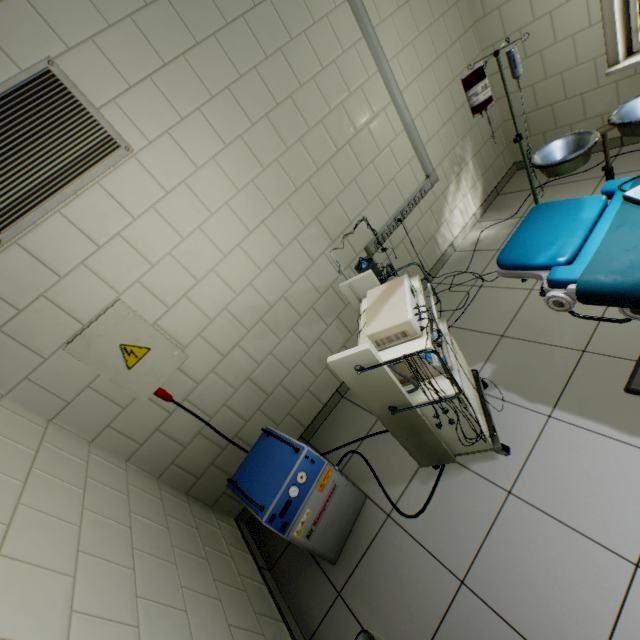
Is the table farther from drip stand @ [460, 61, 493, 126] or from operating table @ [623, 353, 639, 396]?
drip stand @ [460, 61, 493, 126]

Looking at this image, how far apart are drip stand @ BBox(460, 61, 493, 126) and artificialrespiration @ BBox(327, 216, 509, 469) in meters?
0.9 m

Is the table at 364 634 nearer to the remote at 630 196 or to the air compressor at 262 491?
the air compressor at 262 491

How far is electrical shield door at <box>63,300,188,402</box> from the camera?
1.7m

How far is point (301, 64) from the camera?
2.28m

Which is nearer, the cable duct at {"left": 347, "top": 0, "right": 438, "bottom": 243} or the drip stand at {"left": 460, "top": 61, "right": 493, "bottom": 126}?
the drip stand at {"left": 460, "top": 61, "right": 493, "bottom": 126}

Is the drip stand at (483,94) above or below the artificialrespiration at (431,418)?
above
